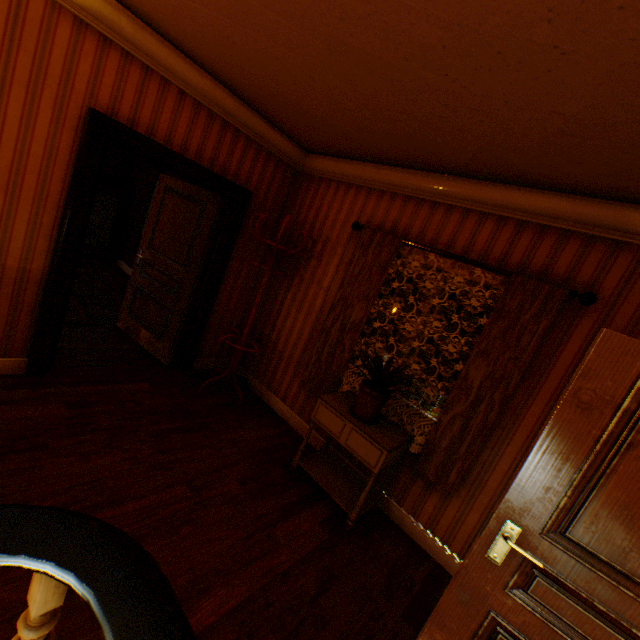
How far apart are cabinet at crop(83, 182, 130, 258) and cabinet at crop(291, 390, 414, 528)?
6.95m

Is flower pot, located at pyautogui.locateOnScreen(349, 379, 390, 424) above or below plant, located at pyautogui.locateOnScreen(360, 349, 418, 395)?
below

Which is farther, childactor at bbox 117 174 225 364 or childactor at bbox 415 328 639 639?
childactor at bbox 117 174 225 364

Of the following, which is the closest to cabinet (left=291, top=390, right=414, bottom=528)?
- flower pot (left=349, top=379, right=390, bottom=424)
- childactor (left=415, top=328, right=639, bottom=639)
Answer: flower pot (left=349, top=379, right=390, bottom=424)

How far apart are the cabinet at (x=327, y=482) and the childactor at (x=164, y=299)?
2.16m

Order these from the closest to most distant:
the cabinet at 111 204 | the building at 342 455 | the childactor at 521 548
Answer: the childactor at 521 548
the building at 342 455
the cabinet at 111 204

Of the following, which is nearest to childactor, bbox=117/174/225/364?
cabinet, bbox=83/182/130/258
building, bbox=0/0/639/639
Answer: building, bbox=0/0/639/639

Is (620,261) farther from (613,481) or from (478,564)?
(478,564)
